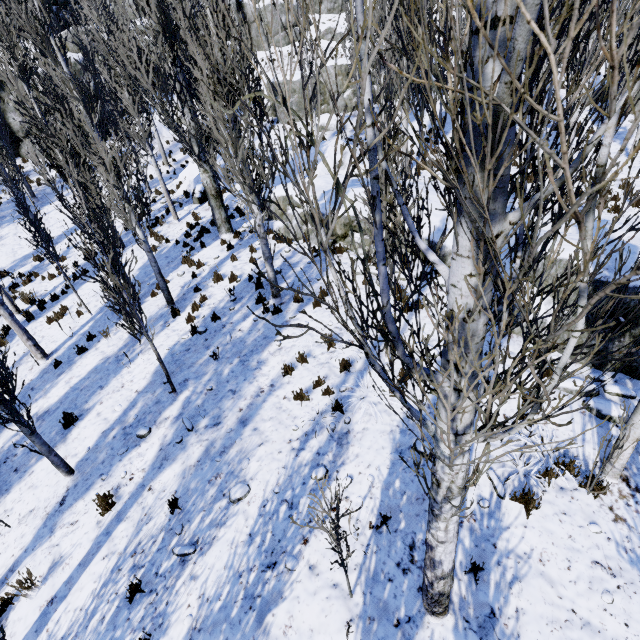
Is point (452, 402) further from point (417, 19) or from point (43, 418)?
point (417, 19)

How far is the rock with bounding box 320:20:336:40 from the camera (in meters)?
33.41

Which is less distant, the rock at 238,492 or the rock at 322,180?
the rock at 238,492

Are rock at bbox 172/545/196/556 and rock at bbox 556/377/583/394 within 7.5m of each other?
yes

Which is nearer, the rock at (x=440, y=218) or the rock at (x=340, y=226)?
the rock at (x=440, y=218)

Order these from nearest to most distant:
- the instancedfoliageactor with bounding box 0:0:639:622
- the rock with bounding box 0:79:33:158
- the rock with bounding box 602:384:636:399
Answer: the instancedfoliageactor with bounding box 0:0:639:622 < the rock with bounding box 602:384:636:399 < the rock with bounding box 0:79:33:158

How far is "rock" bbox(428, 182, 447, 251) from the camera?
9.6m
